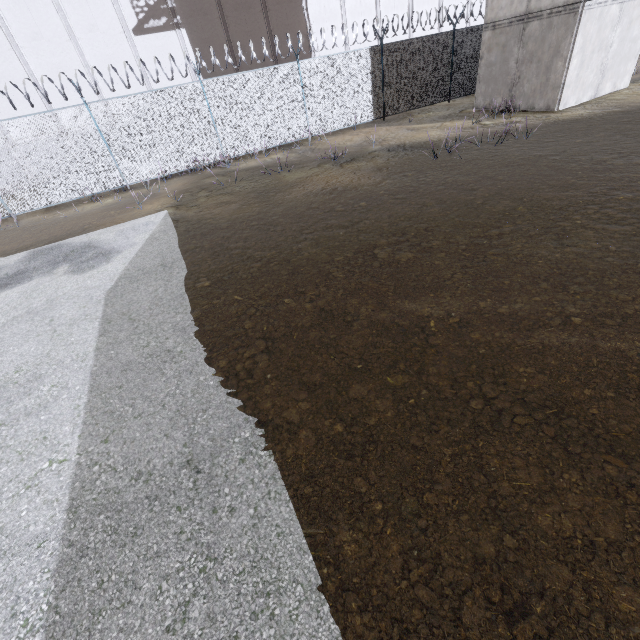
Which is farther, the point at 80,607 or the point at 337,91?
the point at 337,91
